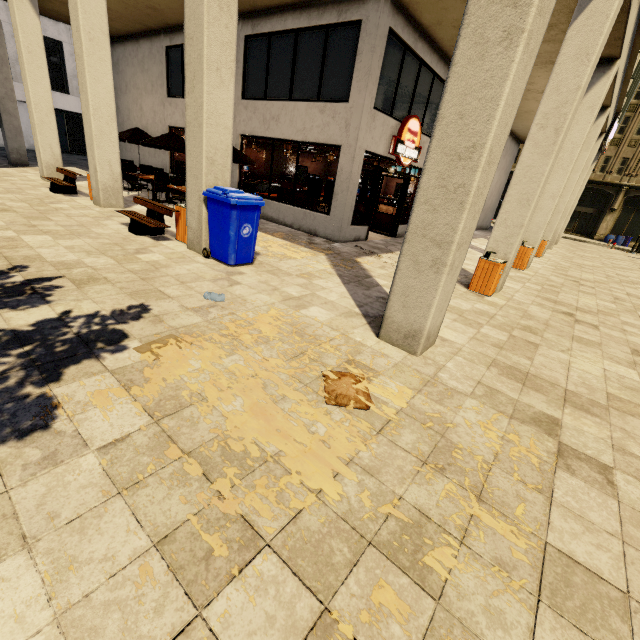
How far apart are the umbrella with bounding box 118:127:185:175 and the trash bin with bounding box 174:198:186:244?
5.7 meters

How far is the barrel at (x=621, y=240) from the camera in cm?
3339

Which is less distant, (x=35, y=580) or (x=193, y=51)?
(x=35, y=580)

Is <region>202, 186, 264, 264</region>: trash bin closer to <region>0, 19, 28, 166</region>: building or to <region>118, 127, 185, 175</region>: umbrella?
<region>0, 19, 28, 166</region>: building

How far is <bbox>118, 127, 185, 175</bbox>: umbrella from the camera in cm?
1113

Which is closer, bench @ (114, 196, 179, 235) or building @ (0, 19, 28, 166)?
bench @ (114, 196, 179, 235)

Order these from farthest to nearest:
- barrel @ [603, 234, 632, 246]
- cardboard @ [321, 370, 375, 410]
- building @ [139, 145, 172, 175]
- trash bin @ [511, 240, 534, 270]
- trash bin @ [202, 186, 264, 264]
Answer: barrel @ [603, 234, 632, 246]
building @ [139, 145, 172, 175]
trash bin @ [511, 240, 534, 270]
trash bin @ [202, 186, 264, 264]
cardboard @ [321, 370, 375, 410]

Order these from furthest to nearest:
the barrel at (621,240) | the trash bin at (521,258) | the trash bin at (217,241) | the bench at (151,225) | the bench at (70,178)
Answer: the barrel at (621,240) → the trash bin at (521,258) → the bench at (70,178) → the bench at (151,225) → the trash bin at (217,241)
